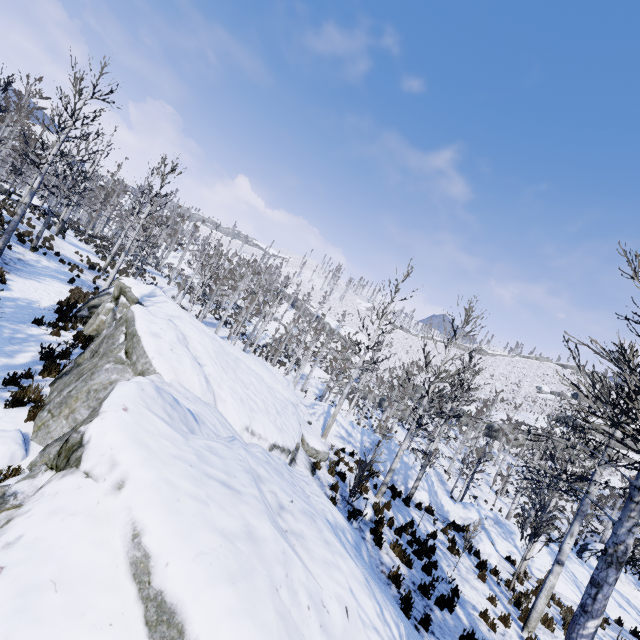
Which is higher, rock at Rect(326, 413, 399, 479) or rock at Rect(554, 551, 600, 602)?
rock at Rect(326, 413, 399, 479)

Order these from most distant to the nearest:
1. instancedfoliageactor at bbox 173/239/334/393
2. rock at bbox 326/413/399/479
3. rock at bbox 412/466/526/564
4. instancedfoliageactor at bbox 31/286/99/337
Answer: instancedfoliageactor at bbox 173/239/334/393
rock at bbox 326/413/399/479
rock at bbox 412/466/526/564
instancedfoliageactor at bbox 31/286/99/337

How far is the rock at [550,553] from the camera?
14.90m

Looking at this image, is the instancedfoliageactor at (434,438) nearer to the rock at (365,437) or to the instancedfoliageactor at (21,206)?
the rock at (365,437)

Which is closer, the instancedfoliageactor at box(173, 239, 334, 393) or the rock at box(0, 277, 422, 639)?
the rock at box(0, 277, 422, 639)

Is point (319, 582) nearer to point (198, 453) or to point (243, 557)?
point (243, 557)

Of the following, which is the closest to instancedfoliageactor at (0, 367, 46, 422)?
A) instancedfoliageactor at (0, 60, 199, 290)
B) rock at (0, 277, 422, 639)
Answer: rock at (0, 277, 422, 639)
